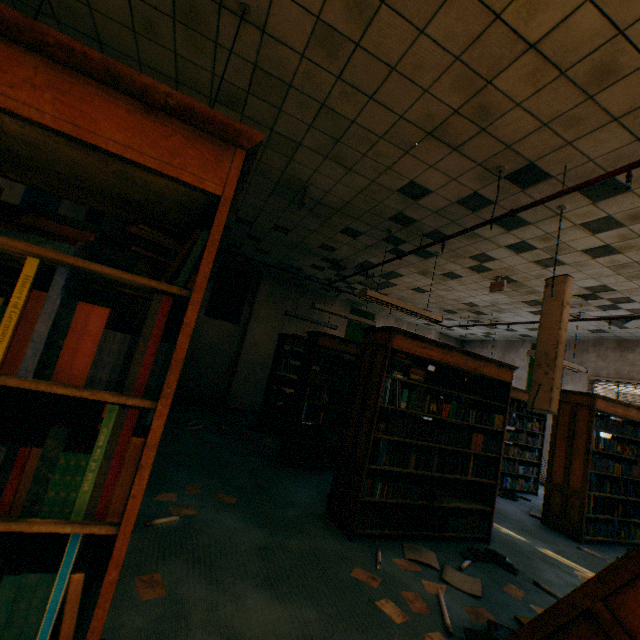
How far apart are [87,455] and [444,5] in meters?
3.0 m

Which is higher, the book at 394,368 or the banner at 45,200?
the banner at 45,200

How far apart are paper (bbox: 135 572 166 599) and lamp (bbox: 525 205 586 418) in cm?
335

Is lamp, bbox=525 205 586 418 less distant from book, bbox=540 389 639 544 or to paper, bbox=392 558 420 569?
paper, bbox=392 558 420 569

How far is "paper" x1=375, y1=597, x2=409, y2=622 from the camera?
2.3m

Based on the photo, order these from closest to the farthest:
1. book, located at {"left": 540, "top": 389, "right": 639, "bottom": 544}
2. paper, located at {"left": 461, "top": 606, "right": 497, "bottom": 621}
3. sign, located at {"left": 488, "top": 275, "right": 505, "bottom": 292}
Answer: paper, located at {"left": 461, "top": 606, "right": 497, "bottom": 621} < book, located at {"left": 540, "top": 389, "right": 639, "bottom": 544} < sign, located at {"left": 488, "top": 275, "right": 505, "bottom": 292}

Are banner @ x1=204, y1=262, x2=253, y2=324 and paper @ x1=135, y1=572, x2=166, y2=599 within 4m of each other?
no

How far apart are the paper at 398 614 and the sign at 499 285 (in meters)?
5.04
